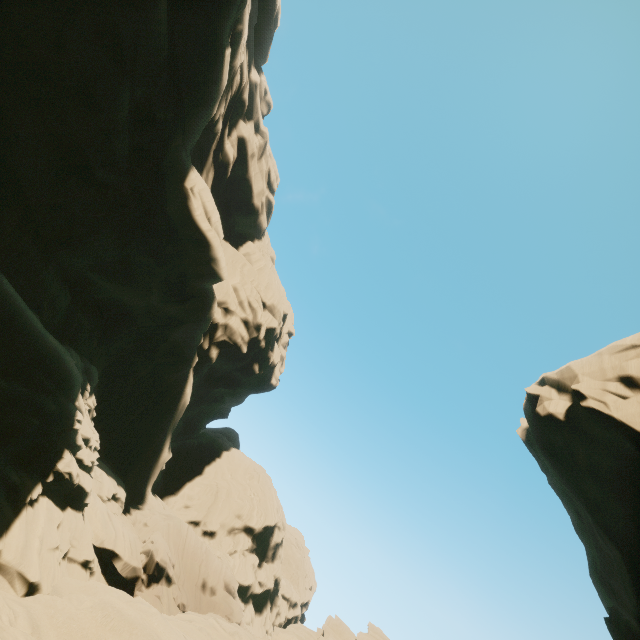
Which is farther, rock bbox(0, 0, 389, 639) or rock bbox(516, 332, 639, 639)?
rock bbox(516, 332, 639, 639)

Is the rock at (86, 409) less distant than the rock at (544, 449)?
Yes

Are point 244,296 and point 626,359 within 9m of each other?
no
